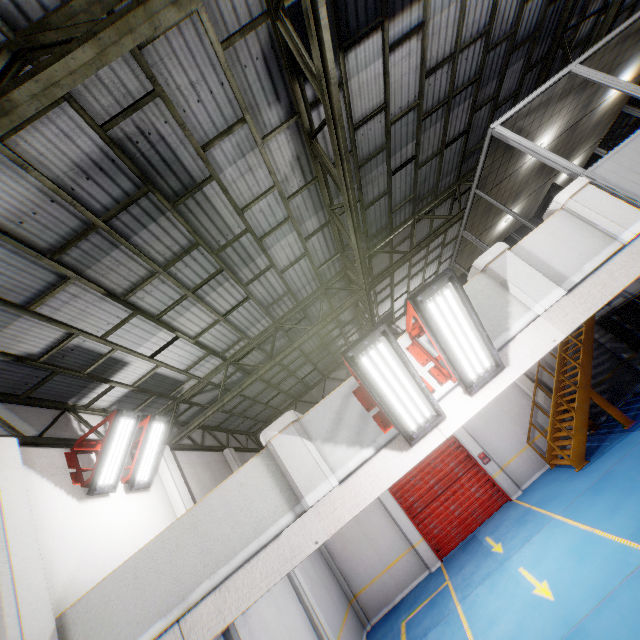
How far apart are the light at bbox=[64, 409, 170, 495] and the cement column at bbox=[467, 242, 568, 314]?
7.1m

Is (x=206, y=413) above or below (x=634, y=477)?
above

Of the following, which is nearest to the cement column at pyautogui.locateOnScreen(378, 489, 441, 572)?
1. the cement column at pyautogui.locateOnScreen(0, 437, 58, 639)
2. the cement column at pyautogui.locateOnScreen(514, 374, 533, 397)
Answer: the cement column at pyautogui.locateOnScreen(0, 437, 58, 639)

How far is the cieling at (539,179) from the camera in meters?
6.8 m

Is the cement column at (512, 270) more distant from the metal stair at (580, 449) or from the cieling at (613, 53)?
the metal stair at (580, 449)

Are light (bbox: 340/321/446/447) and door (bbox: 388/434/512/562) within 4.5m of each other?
no

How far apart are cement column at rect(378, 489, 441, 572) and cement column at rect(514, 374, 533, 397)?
7.55m

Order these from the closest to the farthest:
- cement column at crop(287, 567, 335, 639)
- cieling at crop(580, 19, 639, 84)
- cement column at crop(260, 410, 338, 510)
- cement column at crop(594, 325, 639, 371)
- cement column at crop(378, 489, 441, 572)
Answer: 1. cement column at crop(260, 410, 338, 510)
2. cieling at crop(580, 19, 639, 84)
3. cement column at crop(287, 567, 335, 639)
4. cement column at crop(378, 489, 441, 572)
5. cement column at crop(594, 325, 639, 371)
